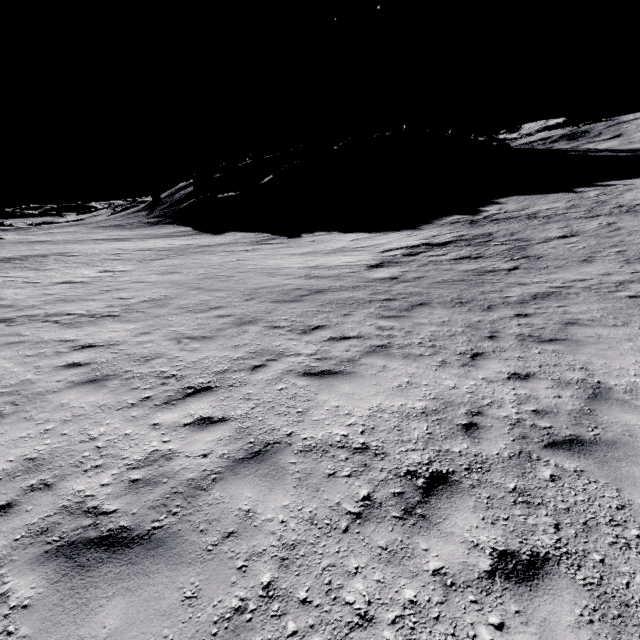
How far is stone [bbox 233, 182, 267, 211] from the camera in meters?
54.2 m

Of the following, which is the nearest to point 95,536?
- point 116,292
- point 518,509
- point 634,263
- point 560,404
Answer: point 518,509

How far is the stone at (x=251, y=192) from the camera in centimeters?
5419cm
